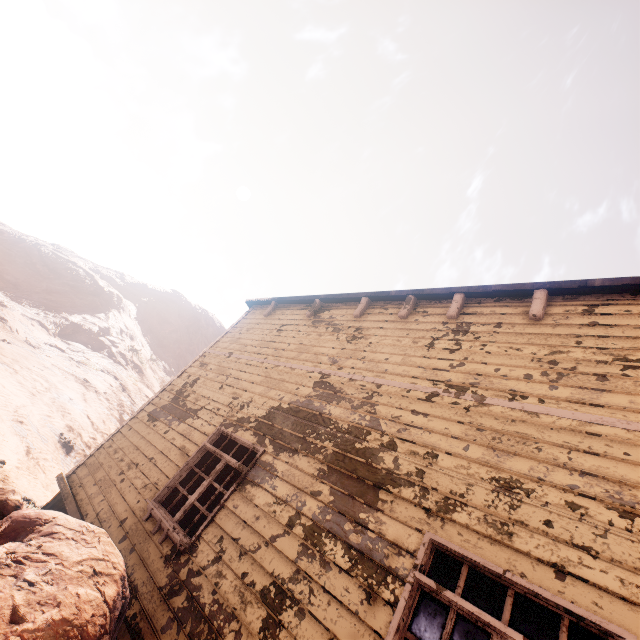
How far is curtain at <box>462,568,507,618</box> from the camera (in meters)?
2.55

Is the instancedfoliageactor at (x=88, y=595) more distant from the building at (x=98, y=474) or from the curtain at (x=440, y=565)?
the curtain at (x=440, y=565)

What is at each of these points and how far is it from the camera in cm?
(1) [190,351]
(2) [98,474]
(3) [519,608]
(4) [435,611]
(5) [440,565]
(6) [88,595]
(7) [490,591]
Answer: (1) z, 4381
(2) building, 638
(3) curtain, 250
(4) curtain, 269
(5) curtain, 294
(6) instancedfoliageactor, 209
(7) curtain, 265

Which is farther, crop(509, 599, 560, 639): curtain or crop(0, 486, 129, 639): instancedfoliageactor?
crop(509, 599, 560, 639): curtain

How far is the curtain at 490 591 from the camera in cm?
255

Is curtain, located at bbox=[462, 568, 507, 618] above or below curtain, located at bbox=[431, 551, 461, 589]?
above
